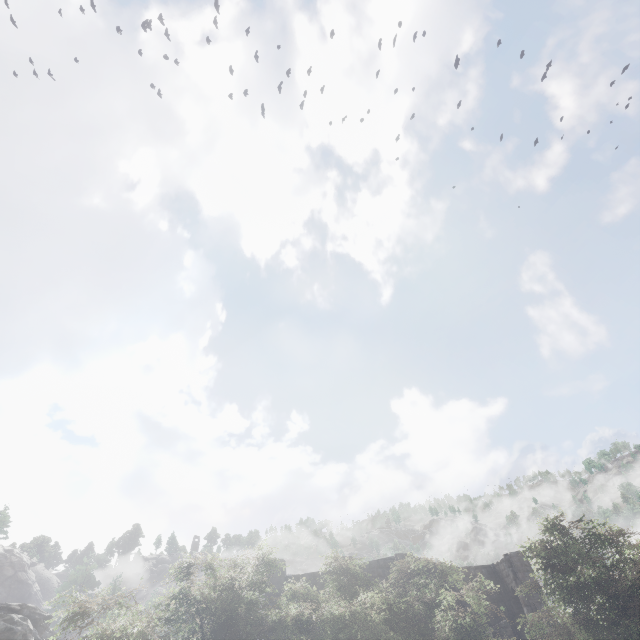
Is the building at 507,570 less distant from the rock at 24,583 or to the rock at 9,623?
the rock at 9,623

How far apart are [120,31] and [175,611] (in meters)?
86.50

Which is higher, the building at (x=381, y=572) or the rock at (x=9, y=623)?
the building at (x=381, y=572)

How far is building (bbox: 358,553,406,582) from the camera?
22.4 meters

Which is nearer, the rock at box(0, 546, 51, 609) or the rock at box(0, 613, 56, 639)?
the rock at box(0, 613, 56, 639)

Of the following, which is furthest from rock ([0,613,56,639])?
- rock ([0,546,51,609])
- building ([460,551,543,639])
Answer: rock ([0,546,51,609])

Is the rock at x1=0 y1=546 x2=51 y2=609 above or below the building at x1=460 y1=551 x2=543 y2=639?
above

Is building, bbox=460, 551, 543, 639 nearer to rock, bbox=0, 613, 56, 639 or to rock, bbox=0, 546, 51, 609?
rock, bbox=0, 613, 56, 639
